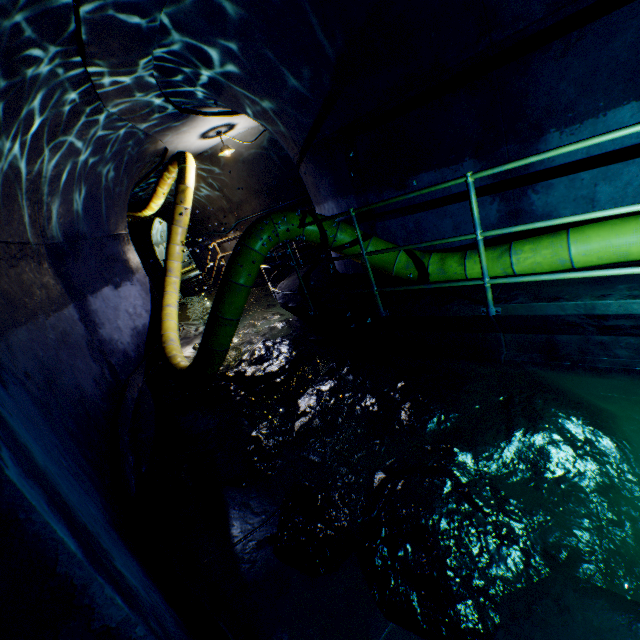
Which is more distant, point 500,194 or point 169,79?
point 169,79

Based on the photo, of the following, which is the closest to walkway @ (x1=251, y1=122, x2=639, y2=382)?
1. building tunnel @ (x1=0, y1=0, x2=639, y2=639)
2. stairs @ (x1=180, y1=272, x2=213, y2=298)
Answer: building tunnel @ (x1=0, y1=0, x2=639, y2=639)

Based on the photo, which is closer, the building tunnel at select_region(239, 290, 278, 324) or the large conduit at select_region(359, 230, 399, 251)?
the large conduit at select_region(359, 230, 399, 251)

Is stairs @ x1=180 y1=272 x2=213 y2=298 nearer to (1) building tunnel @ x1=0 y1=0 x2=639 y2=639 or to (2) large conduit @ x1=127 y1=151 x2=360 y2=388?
(1) building tunnel @ x1=0 y1=0 x2=639 y2=639

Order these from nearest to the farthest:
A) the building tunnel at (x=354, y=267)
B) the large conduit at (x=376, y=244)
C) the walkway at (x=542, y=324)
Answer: the walkway at (x=542, y=324), the large conduit at (x=376, y=244), the building tunnel at (x=354, y=267)

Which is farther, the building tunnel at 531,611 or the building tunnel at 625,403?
the building tunnel at 625,403

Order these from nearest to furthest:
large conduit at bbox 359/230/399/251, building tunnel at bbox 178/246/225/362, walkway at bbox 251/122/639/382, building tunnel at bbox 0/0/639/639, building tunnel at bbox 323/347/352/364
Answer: building tunnel at bbox 0/0/639/639, walkway at bbox 251/122/639/382, large conduit at bbox 359/230/399/251, building tunnel at bbox 323/347/352/364, building tunnel at bbox 178/246/225/362
